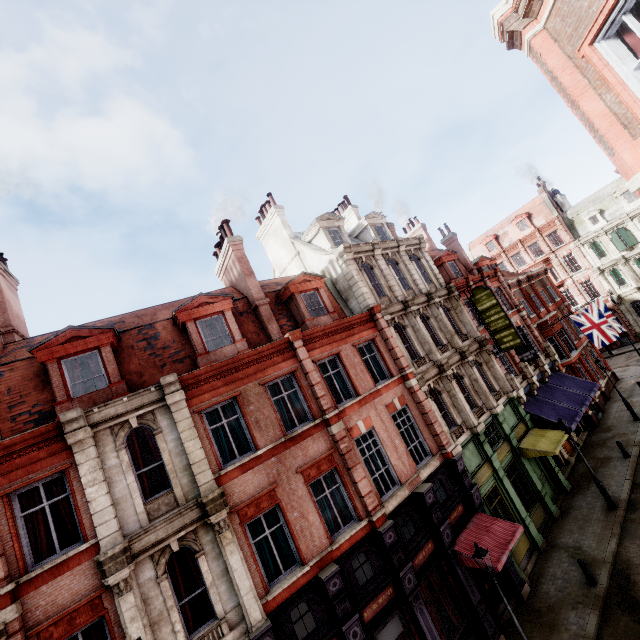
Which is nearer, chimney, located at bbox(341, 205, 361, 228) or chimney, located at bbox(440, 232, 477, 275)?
chimney, located at bbox(341, 205, 361, 228)

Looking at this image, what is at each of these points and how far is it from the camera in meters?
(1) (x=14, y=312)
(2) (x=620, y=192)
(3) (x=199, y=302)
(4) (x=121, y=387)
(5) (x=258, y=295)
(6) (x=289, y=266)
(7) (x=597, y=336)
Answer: (1) chimney, 14.9
(2) roof window, 37.7
(3) roof window, 13.5
(4) roof window, 11.4
(5) chimney, 15.3
(6) chimney, 21.8
(7) flag, 24.2

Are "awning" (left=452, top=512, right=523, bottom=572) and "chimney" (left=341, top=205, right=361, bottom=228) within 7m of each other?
no

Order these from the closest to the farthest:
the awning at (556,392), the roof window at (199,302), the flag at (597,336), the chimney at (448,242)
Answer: the roof window at (199,302) < the awning at (556,392) < the flag at (597,336) < the chimney at (448,242)

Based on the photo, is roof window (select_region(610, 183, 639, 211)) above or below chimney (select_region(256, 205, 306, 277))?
below

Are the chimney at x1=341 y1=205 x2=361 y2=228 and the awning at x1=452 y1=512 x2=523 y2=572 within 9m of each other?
no

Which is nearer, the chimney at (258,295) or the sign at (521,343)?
the chimney at (258,295)

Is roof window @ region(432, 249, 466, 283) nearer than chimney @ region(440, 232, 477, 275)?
Yes
